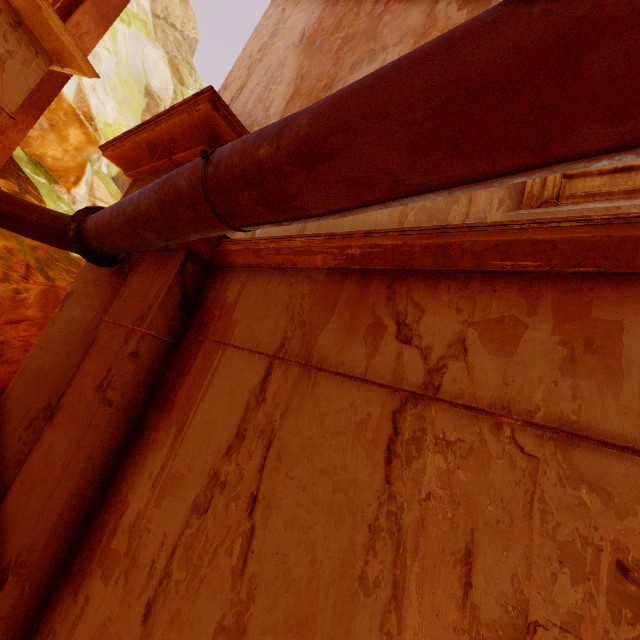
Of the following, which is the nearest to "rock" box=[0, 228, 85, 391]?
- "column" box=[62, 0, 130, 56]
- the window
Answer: "column" box=[62, 0, 130, 56]

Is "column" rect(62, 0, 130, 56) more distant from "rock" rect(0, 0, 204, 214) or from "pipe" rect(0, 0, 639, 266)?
"pipe" rect(0, 0, 639, 266)

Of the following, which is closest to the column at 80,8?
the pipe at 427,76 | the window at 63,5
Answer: the window at 63,5

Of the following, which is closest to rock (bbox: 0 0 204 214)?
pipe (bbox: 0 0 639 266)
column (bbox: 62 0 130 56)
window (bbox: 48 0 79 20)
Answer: column (bbox: 62 0 130 56)

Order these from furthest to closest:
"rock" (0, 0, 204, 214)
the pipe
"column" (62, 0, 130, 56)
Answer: "rock" (0, 0, 204, 214) < "column" (62, 0, 130, 56) < the pipe

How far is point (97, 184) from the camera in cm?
1417

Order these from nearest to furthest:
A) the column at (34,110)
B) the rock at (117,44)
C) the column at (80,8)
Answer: the column at (34,110), the column at (80,8), the rock at (117,44)

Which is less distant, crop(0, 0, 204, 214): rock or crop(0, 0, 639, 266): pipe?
crop(0, 0, 639, 266): pipe
